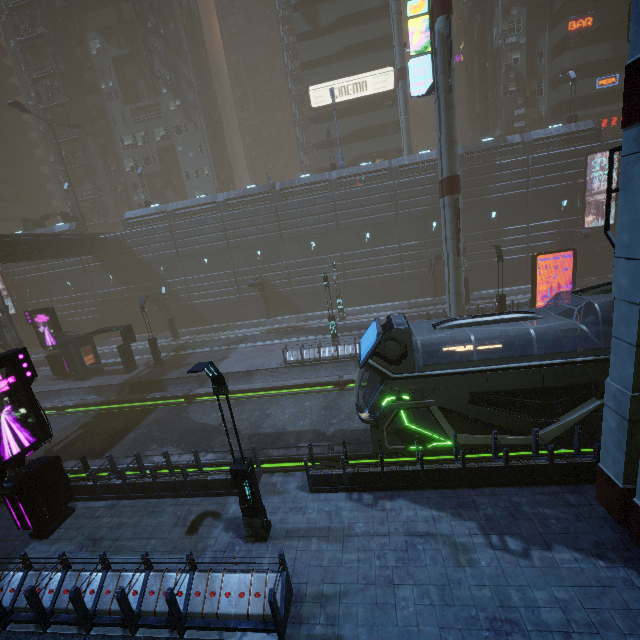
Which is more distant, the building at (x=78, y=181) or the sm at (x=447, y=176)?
the building at (x=78, y=181)

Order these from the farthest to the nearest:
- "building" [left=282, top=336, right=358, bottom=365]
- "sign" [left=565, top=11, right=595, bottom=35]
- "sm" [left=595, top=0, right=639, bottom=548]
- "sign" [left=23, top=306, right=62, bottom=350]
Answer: "sign" [left=565, top=11, right=595, bottom=35] < "sign" [left=23, top=306, right=62, bottom=350] < "building" [left=282, top=336, right=358, bottom=365] < "sm" [left=595, top=0, right=639, bottom=548]

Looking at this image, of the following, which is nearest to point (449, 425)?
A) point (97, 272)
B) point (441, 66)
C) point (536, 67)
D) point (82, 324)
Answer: point (441, 66)

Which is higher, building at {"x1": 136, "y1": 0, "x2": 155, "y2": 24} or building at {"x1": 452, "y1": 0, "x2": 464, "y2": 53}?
building at {"x1": 136, "y1": 0, "x2": 155, "y2": 24}

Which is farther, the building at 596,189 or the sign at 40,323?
the building at 596,189

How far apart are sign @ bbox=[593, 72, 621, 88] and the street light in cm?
4937

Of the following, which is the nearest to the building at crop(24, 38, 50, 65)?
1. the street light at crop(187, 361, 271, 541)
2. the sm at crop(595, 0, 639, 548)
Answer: the sm at crop(595, 0, 639, 548)

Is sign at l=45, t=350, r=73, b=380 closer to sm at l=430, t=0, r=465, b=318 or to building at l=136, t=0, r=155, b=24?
building at l=136, t=0, r=155, b=24
